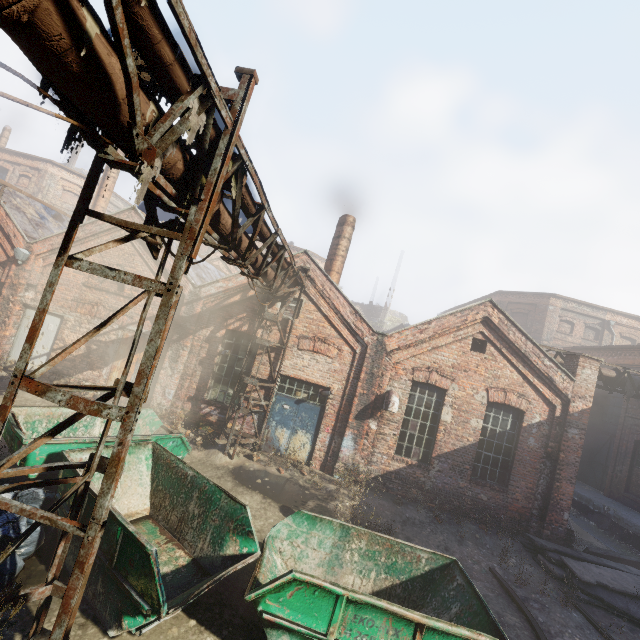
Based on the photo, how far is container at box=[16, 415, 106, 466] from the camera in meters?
5.7

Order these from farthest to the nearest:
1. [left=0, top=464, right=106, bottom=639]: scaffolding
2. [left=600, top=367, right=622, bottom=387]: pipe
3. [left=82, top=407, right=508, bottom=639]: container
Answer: [left=600, top=367, right=622, bottom=387]: pipe < [left=82, top=407, right=508, bottom=639]: container < [left=0, top=464, right=106, bottom=639]: scaffolding

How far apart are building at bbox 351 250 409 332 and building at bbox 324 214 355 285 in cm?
2992

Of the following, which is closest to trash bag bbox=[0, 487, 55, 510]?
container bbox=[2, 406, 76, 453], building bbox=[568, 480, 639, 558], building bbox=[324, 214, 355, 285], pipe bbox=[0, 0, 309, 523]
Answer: container bbox=[2, 406, 76, 453]

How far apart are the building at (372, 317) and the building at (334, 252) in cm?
2992

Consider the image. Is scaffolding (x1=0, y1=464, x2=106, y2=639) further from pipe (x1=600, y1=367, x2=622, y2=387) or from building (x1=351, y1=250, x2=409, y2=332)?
building (x1=351, y1=250, x2=409, y2=332)

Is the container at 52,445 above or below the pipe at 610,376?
below

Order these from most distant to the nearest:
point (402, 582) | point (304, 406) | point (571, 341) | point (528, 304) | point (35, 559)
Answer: point (528, 304) < point (571, 341) < point (304, 406) < point (402, 582) < point (35, 559)
